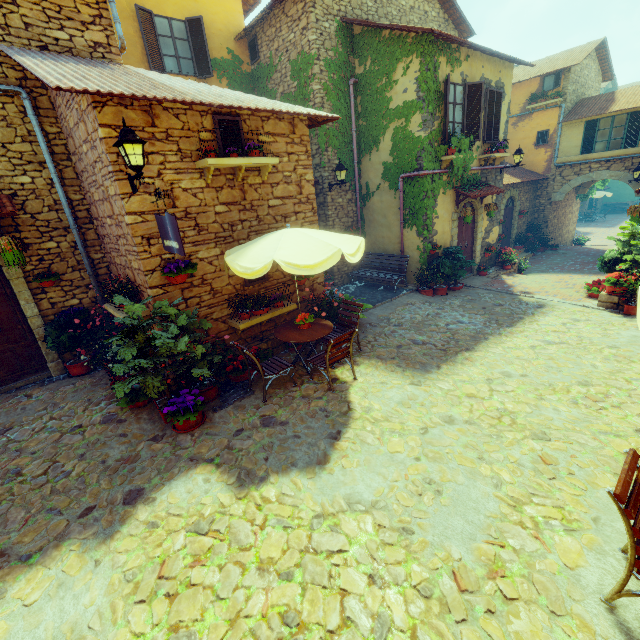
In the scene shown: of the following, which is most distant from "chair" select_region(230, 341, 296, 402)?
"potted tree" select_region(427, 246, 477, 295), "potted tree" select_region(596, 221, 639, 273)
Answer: "potted tree" select_region(596, 221, 639, 273)

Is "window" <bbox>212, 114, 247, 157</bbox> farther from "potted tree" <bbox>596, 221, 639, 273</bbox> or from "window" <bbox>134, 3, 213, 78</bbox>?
"window" <bbox>134, 3, 213, 78</bbox>

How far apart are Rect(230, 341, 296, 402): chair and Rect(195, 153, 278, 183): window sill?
2.9 meters

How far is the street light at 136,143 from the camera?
4.4m

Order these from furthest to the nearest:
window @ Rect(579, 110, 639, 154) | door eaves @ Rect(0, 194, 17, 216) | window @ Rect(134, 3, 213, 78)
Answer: window @ Rect(579, 110, 639, 154) < window @ Rect(134, 3, 213, 78) < door eaves @ Rect(0, 194, 17, 216)

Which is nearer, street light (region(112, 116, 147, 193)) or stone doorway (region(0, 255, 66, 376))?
street light (region(112, 116, 147, 193))

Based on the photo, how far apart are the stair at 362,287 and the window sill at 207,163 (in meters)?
4.07

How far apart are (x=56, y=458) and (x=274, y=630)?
4.1 meters
